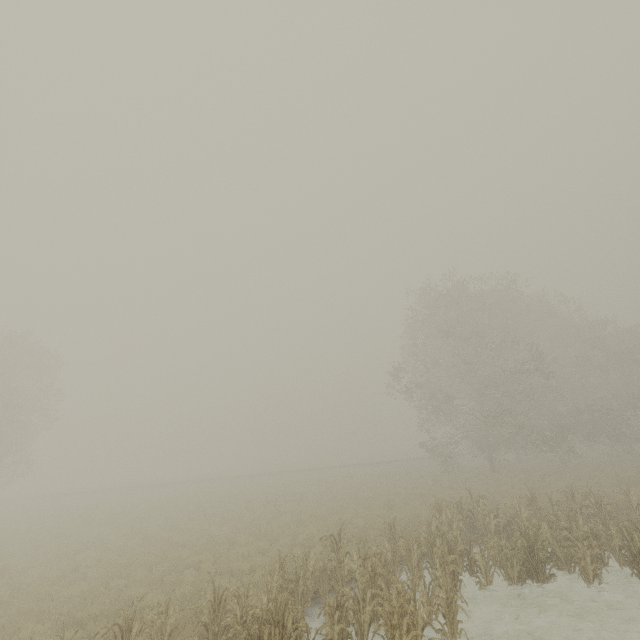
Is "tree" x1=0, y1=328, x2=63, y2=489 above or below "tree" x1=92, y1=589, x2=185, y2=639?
above

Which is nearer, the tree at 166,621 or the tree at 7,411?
the tree at 166,621

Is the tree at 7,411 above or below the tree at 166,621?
above

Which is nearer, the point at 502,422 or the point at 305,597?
the point at 305,597

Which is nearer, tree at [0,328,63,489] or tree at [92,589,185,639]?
tree at [92,589,185,639]
